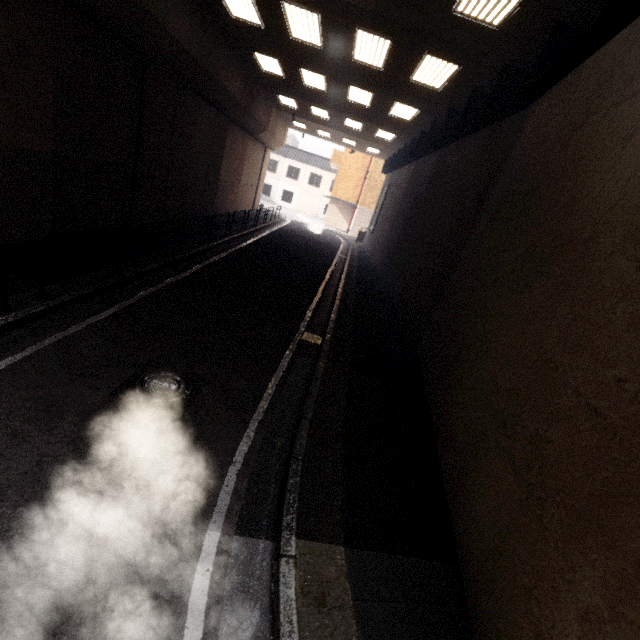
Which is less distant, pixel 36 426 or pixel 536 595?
pixel 536 595

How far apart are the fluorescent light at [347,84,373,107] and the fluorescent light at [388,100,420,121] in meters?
0.9 m

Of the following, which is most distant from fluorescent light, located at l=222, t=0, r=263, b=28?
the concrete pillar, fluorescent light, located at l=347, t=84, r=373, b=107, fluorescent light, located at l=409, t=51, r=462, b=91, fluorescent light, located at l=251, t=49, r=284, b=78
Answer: fluorescent light, located at l=409, t=51, r=462, b=91

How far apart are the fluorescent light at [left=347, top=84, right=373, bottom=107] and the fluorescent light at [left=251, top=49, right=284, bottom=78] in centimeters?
281cm

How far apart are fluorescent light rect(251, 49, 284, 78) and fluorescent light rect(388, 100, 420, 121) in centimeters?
472cm

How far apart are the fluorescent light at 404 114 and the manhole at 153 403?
12.6 meters

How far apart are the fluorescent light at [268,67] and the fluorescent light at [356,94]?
2.81m

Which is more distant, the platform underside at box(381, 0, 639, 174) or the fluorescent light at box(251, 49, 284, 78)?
the fluorescent light at box(251, 49, 284, 78)
